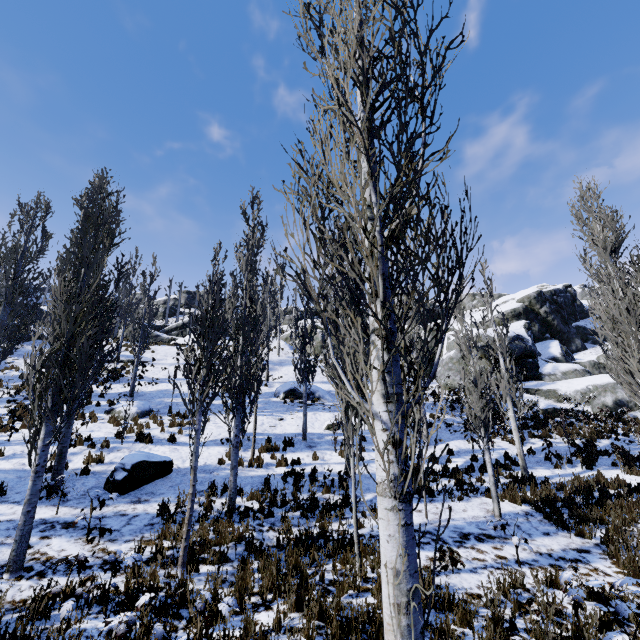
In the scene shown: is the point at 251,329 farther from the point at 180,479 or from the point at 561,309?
the point at 561,309

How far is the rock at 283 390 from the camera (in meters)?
19.50

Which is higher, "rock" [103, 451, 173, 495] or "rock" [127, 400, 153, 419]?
"rock" [127, 400, 153, 419]

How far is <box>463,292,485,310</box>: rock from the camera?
52.9 meters

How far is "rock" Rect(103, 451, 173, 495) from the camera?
8.6 meters

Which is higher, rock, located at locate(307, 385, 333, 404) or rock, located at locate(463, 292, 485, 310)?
rock, located at locate(463, 292, 485, 310)

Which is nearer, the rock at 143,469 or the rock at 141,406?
the rock at 143,469

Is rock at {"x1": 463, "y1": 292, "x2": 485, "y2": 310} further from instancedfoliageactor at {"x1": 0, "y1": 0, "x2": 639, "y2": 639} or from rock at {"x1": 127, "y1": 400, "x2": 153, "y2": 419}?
rock at {"x1": 127, "y1": 400, "x2": 153, "y2": 419}
